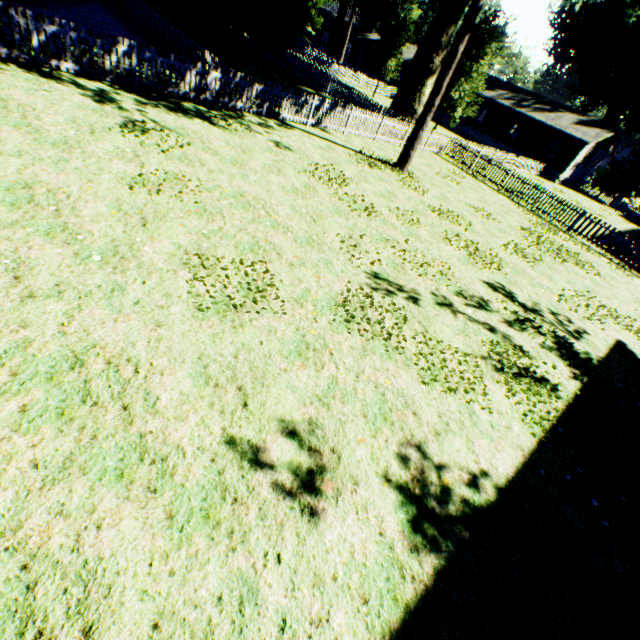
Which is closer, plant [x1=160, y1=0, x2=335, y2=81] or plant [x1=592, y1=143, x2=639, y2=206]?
plant [x1=160, y1=0, x2=335, y2=81]

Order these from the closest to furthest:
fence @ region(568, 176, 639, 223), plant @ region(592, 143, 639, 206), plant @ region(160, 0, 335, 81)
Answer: plant @ region(160, 0, 335, 81) < fence @ region(568, 176, 639, 223) < plant @ region(592, 143, 639, 206)

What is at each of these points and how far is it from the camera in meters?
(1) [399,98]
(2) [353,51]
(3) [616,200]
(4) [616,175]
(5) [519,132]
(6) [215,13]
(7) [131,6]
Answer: (1) plant, 26.7
(2) house, 57.0
(3) fence, 36.6
(4) plant, 38.1
(5) house, 37.6
(6) plant, 23.8
(7) fence, 19.0

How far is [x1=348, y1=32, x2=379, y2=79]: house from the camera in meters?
54.8

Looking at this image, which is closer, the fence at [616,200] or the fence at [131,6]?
the fence at [131,6]

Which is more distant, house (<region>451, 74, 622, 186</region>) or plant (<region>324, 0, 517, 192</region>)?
house (<region>451, 74, 622, 186</region>)

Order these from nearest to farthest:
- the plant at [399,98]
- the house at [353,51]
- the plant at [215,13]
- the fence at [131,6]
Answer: the fence at [131,6] < the plant at [399,98] < the plant at [215,13] < the house at [353,51]
